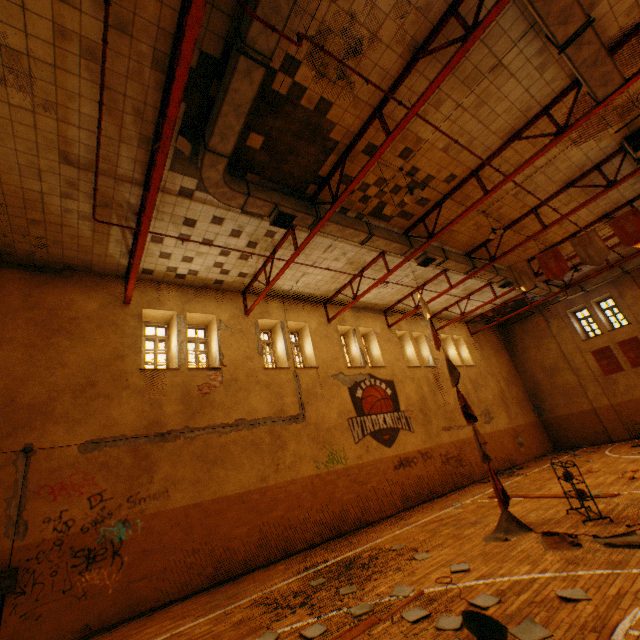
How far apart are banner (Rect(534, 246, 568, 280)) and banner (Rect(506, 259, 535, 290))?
0.28m

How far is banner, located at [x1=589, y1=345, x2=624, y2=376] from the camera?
18.50m

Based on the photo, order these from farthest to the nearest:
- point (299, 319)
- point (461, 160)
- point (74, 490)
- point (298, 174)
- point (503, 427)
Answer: point (503, 427) → point (299, 319) → point (461, 160) → point (298, 174) → point (74, 490)

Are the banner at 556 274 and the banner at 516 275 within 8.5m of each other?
yes

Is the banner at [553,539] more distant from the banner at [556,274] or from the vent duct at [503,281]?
the banner at [556,274]

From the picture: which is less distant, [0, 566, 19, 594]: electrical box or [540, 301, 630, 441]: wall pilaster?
[0, 566, 19, 594]: electrical box

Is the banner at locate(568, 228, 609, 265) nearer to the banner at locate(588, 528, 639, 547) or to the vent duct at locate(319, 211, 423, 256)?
the vent duct at locate(319, 211, 423, 256)

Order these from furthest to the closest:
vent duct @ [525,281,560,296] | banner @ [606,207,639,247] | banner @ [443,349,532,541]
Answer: vent duct @ [525,281,560,296]
banner @ [606,207,639,247]
banner @ [443,349,532,541]
